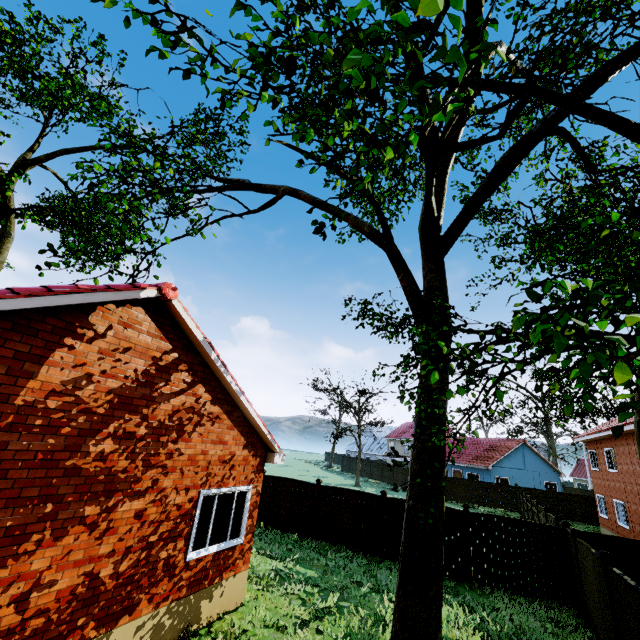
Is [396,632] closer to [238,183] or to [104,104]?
[238,183]

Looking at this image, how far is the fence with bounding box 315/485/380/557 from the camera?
13.77m

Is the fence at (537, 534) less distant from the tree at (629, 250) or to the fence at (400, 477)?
the fence at (400, 477)

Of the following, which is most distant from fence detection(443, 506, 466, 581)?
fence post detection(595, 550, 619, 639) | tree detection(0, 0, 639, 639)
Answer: tree detection(0, 0, 639, 639)

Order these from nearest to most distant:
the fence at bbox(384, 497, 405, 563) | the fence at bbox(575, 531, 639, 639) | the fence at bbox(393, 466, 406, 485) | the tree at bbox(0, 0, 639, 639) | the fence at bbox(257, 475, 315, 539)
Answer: the tree at bbox(0, 0, 639, 639)
the fence at bbox(575, 531, 639, 639)
the fence at bbox(384, 497, 405, 563)
the fence at bbox(257, 475, 315, 539)
the fence at bbox(393, 466, 406, 485)

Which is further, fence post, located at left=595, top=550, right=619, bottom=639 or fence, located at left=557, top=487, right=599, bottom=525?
fence, located at left=557, top=487, right=599, bottom=525

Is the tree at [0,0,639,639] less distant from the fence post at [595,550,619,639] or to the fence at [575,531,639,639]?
the fence at [575,531,639,639]
